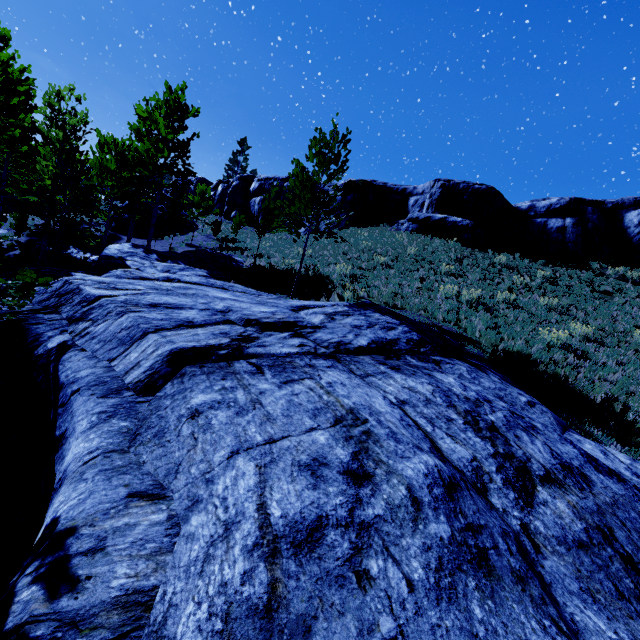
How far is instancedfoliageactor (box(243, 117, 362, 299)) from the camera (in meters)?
11.07

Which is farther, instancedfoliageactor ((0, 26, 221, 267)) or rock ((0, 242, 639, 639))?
instancedfoliageactor ((0, 26, 221, 267))

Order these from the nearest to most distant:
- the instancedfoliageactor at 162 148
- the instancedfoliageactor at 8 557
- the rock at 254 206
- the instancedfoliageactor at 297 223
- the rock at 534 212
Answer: the instancedfoliageactor at 8 557
the instancedfoliageactor at 297 223
the instancedfoliageactor at 162 148
the rock at 534 212
the rock at 254 206

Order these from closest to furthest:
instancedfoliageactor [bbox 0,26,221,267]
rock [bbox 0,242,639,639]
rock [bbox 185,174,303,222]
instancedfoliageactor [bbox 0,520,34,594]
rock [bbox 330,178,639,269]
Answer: rock [bbox 0,242,639,639], instancedfoliageactor [bbox 0,520,34,594], instancedfoliageactor [bbox 0,26,221,267], rock [bbox 330,178,639,269], rock [bbox 185,174,303,222]

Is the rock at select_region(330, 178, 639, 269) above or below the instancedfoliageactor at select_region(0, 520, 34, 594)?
above

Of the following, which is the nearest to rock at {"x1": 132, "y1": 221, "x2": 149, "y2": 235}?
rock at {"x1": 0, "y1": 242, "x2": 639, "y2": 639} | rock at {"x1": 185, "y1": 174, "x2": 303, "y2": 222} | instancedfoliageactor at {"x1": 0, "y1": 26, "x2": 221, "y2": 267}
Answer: instancedfoliageactor at {"x1": 0, "y1": 26, "x2": 221, "y2": 267}

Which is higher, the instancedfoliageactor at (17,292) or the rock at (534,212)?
the rock at (534,212)

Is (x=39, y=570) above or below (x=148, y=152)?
below
